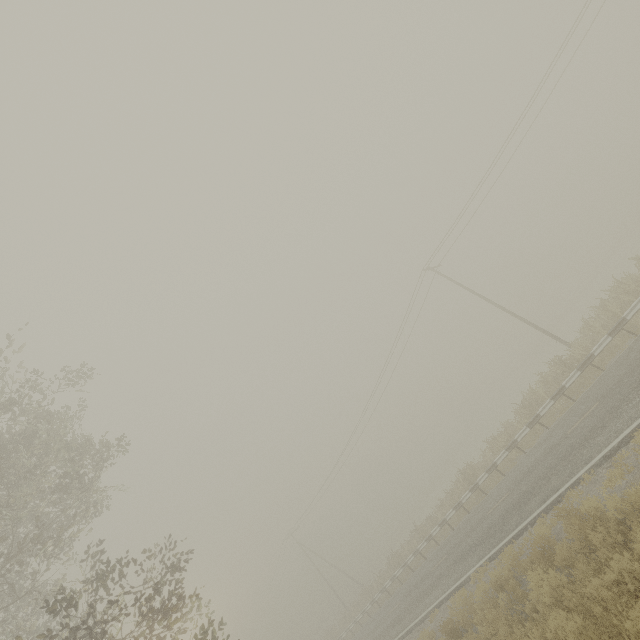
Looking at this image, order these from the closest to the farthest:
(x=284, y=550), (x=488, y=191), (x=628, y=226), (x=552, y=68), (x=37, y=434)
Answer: (x=37, y=434), (x=552, y=68), (x=488, y=191), (x=284, y=550), (x=628, y=226)
